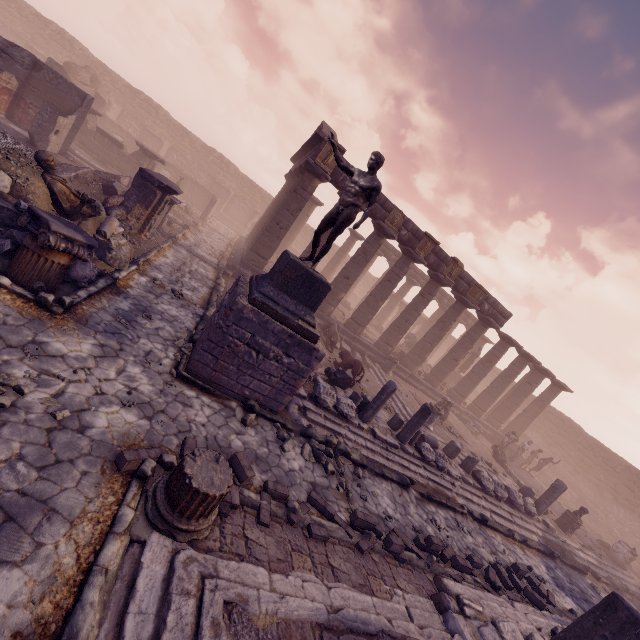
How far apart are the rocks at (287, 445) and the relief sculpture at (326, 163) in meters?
11.4 m

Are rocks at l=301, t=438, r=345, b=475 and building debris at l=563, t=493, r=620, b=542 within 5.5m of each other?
no

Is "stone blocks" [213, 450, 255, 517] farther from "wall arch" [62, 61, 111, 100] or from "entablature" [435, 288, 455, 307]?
"wall arch" [62, 61, 111, 100]

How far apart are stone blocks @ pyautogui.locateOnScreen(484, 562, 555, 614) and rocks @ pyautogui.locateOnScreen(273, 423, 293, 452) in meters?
6.8 m

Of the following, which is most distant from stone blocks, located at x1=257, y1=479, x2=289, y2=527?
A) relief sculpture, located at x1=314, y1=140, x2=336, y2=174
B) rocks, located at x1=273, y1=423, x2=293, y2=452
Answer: relief sculpture, located at x1=314, y1=140, x2=336, y2=174

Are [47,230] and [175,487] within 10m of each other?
yes

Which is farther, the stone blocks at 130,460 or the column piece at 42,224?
the column piece at 42,224

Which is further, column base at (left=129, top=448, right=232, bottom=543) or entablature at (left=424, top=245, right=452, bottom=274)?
entablature at (left=424, top=245, right=452, bottom=274)
